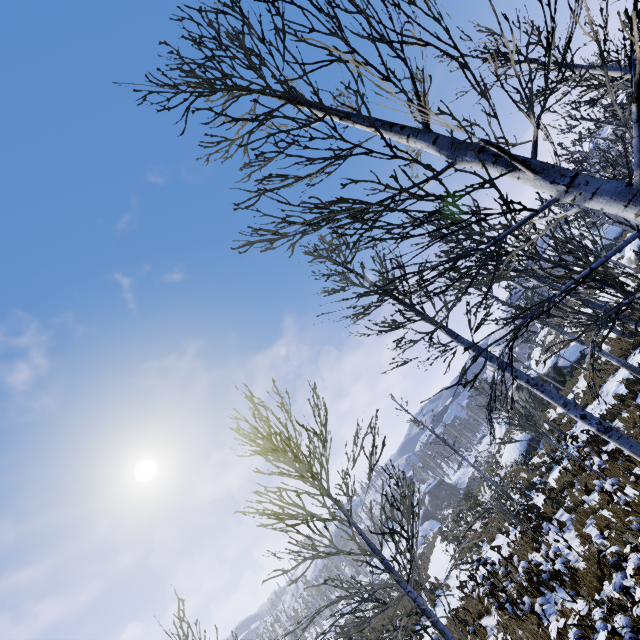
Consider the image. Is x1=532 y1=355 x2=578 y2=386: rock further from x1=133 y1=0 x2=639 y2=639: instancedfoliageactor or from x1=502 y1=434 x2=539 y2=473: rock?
x1=133 y1=0 x2=639 y2=639: instancedfoliageactor

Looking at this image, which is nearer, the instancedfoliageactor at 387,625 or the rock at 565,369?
the instancedfoliageactor at 387,625

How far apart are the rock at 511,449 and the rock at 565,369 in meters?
4.0 m

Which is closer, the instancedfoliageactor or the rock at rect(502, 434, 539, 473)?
the instancedfoliageactor

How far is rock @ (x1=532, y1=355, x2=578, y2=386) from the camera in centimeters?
2492cm

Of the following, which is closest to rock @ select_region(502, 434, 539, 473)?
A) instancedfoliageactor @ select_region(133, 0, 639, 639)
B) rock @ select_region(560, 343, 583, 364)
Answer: rock @ select_region(560, 343, 583, 364)

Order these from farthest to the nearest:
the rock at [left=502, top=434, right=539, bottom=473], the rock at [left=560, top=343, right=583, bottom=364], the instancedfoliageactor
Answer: the rock at [left=560, top=343, right=583, bottom=364], the rock at [left=502, top=434, right=539, bottom=473], the instancedfoliageactor

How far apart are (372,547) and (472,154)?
4.14m
